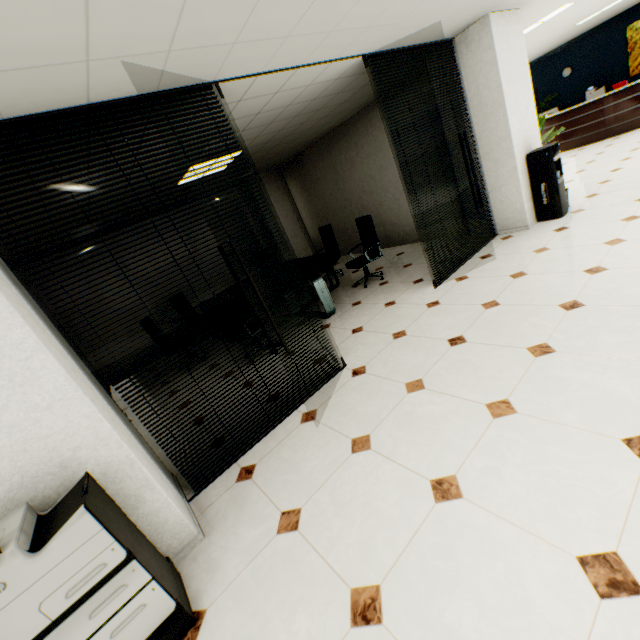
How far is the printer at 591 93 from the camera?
10.9 meters

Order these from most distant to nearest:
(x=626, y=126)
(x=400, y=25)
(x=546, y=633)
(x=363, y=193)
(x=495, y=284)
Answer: (x=626, y=126), (x=363, y=193), (x=495, y=284), (x=400, y=25), (x=546, y=633)

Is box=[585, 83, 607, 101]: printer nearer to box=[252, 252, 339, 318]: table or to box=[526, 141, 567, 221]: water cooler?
box=[526, 141, 567, 221]: water cooler

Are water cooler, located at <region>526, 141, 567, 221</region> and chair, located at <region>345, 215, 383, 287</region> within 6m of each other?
yes

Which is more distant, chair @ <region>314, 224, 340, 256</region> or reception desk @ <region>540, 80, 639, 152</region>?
reception desk @ <region>540, 80, 639, 152</region>

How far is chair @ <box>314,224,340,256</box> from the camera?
7.33m

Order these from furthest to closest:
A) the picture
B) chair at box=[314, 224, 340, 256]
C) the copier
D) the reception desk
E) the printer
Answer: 1. the printer
2. the picture
3. the reception desk
4. chair at box=[314, 224, 340, 256]
5. the copier

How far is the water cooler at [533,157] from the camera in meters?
4.8 m
